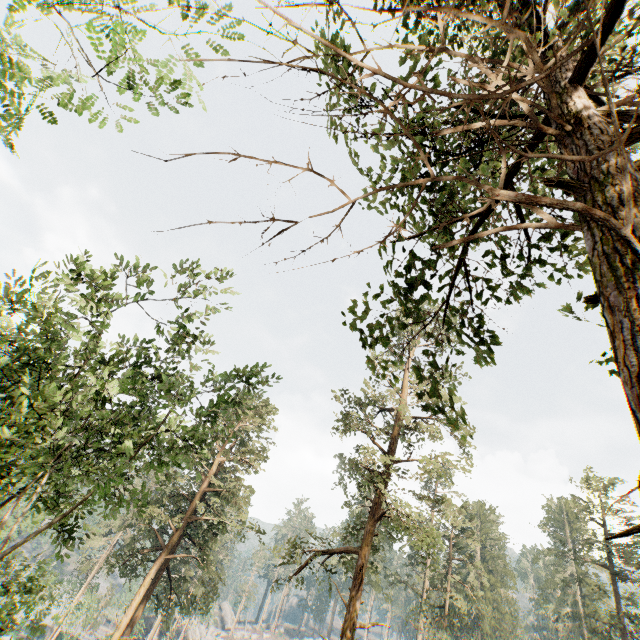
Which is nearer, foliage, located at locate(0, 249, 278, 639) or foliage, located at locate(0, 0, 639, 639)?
foliage, located at locate(0, 0, 639, 639)

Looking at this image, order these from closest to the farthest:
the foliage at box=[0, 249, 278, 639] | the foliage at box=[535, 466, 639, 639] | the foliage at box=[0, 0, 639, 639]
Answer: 1. the foliage at box=[0, 0, 639, 639]
2. the foliage at box=[0, 249, 278, 639]
3. the foliage at box=[535, 466, 639, 639]

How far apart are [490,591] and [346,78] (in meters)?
71.48

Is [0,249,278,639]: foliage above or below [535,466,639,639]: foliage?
below

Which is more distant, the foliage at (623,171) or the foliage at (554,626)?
the foliage at (554,626)
